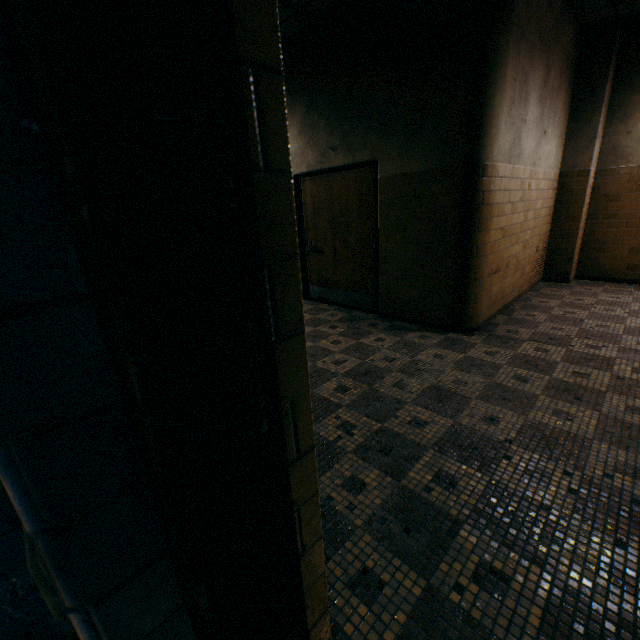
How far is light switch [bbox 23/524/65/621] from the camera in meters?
0.4 m

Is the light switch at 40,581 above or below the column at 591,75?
above

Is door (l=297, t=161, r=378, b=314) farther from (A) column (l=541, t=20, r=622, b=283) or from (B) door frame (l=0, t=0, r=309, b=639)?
(B) door frame (l=0, t=0, r=309, b=639)

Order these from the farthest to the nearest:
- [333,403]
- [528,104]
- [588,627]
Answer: [528,104] < [333,403] < [588,627]

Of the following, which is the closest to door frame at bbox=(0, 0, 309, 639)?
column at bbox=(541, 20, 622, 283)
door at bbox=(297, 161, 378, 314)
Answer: door at bbox=(297, 161, 378, 314)

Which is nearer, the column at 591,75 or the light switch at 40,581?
the light switch at 40,581

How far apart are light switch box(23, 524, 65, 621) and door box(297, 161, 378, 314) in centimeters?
463cm

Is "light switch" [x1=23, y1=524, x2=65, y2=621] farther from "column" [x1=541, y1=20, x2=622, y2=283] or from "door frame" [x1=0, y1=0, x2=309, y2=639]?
"column" [x1=541, y1=20, x2=622, y2=283]
